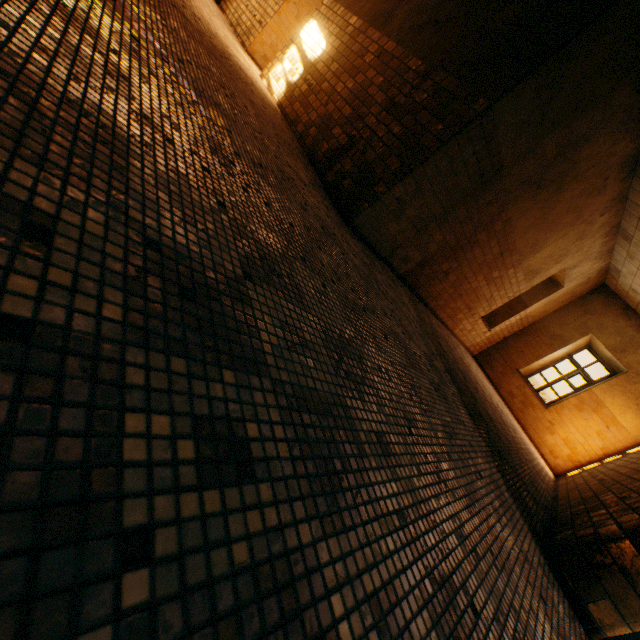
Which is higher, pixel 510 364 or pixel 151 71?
pixel 510 364
